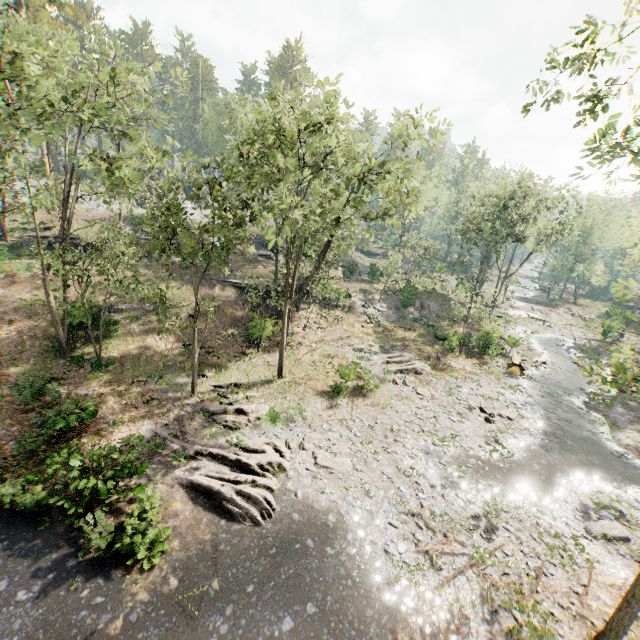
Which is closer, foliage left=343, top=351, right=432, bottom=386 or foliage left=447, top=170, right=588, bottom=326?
foliage left=343, top=351, right=432, bottom=386

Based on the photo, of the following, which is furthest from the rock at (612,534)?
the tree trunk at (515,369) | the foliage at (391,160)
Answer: the tree trunk at (515,369)

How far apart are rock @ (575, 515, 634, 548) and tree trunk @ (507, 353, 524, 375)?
14.69m

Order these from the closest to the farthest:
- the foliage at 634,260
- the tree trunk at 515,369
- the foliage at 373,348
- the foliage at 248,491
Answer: the foliage at 248,491
the tree trunk at 515,369
the foliage at 373,348
the foliage at 634,260

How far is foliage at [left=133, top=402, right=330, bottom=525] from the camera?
13.1m

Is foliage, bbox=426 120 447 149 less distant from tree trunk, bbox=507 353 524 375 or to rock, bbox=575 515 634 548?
tree trunk, bbox=507 353 524 375

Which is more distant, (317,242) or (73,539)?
(317,242)
